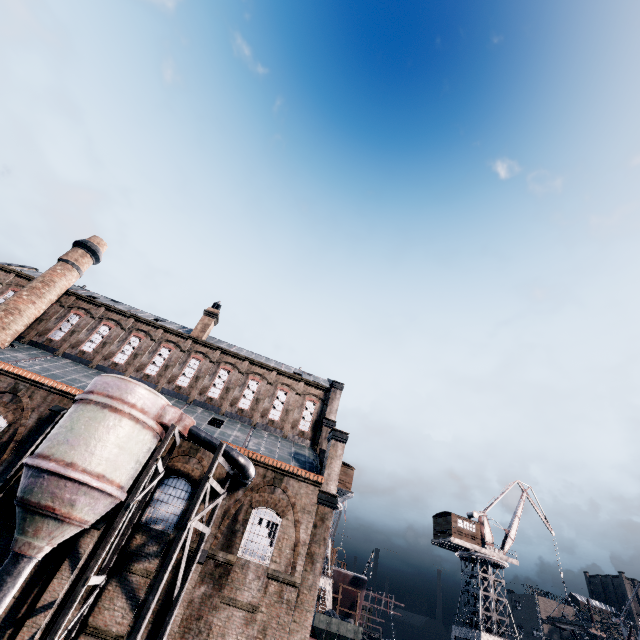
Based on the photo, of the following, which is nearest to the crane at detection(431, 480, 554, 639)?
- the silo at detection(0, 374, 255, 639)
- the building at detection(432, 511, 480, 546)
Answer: the building at detection(432, 511, 480, 546)

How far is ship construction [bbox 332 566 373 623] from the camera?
46.2m

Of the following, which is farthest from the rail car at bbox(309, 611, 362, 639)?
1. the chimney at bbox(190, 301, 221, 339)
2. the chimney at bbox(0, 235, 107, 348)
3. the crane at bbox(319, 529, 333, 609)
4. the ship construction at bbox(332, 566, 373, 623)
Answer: the chimney at bbox(0, 235, 107, 348)

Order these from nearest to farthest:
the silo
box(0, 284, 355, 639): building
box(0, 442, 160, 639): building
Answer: the silo, box(0, 442, 160, 639): building, box(0, 284, 355, 639): building

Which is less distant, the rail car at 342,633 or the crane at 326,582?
the rail car at 342,633

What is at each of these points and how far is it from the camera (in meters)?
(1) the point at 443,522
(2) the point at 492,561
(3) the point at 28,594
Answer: (1) building, 45.94
(2) crane, 43.16
(3) building, 15.80

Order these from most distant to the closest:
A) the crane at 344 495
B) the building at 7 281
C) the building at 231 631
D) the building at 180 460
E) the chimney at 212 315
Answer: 1. the crane at 344 495
2. the chimney at 212 315
3. the building at 7 281
4. the building at 231 631
5. the building at 180 460

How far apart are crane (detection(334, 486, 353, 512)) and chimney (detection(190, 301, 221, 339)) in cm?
2623
